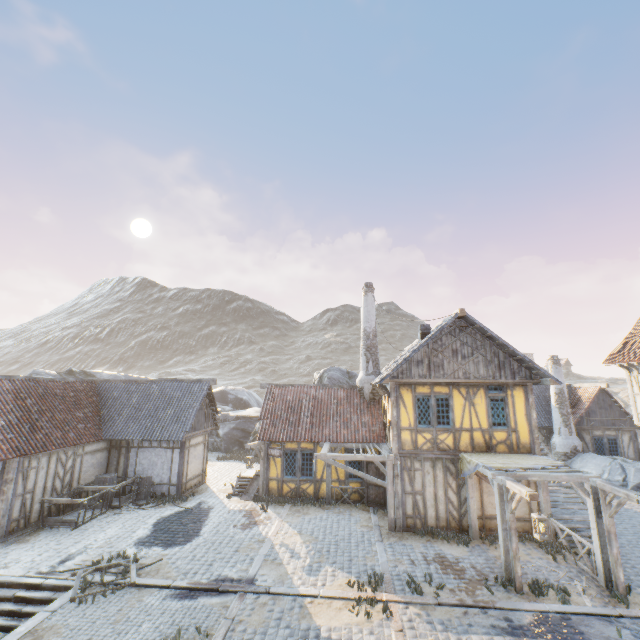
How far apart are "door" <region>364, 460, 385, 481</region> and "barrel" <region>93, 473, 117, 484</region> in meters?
12.4

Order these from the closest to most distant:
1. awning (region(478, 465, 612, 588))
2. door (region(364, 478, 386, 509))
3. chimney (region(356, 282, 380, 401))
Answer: awning (region(478, 465, 612, 588))
door (region(364, 478, 386, 509))
chimney (region(356, 282, 380, 401))

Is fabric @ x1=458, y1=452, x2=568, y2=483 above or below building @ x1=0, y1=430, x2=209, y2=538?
above

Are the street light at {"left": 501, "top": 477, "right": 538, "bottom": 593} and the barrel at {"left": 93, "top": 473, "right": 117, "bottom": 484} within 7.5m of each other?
no

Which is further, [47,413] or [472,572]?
[47,413]

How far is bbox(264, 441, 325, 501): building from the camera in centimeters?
1631cm

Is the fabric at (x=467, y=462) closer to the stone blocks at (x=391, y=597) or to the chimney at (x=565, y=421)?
the stone blocks at (x=391, y=597)

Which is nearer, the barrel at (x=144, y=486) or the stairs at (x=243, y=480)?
the barrel at (x=144, y=486)
